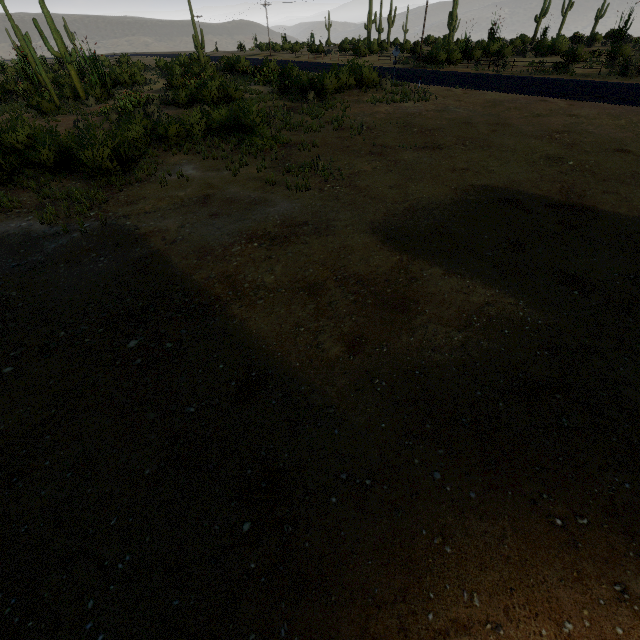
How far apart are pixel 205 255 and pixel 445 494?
7.4 meters
